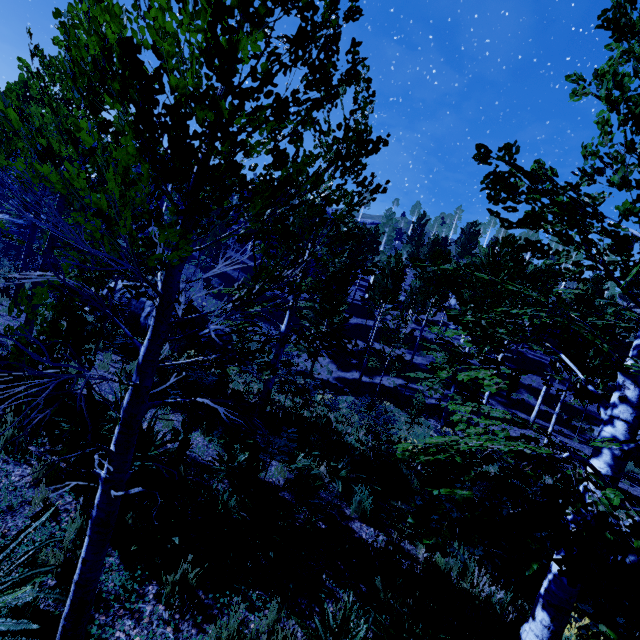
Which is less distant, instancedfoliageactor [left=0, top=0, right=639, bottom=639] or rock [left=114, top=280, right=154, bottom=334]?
instancedfoliageactor [left=0, top=0, right=639, bottom=639]

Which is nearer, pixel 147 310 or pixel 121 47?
pixel 121 47

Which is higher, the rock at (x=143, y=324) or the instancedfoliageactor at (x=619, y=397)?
the instancedfoliageactor at (x=619, y=397)

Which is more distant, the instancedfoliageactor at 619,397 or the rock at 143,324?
the rock at 143,324

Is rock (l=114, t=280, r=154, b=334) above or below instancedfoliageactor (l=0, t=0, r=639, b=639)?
below

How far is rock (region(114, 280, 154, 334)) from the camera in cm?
1816
